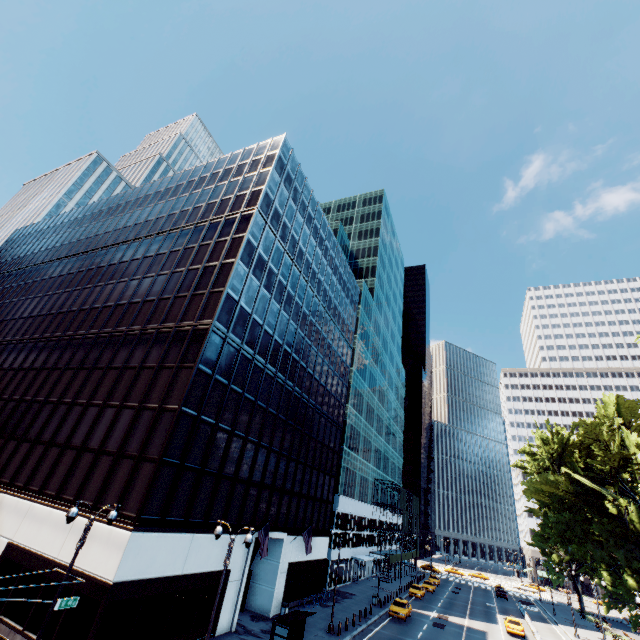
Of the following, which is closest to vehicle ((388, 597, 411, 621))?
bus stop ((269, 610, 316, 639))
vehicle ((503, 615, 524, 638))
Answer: vehicle ((503, 615, 524, 638))

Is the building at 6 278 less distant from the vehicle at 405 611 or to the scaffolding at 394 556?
the vehicle at 405 611

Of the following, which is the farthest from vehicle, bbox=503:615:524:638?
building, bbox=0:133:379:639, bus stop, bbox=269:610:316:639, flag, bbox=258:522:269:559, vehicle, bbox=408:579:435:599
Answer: flag, bbox=258:522:269:559

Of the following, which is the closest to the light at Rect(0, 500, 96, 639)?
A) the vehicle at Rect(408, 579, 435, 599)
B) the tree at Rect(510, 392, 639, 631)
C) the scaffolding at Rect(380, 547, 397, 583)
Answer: the tree at Rect(510, 392, 639, 631)

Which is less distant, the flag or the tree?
the flag

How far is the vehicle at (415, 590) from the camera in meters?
46.9

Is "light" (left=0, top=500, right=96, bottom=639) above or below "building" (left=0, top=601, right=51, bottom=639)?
above

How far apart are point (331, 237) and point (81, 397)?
36.26m
